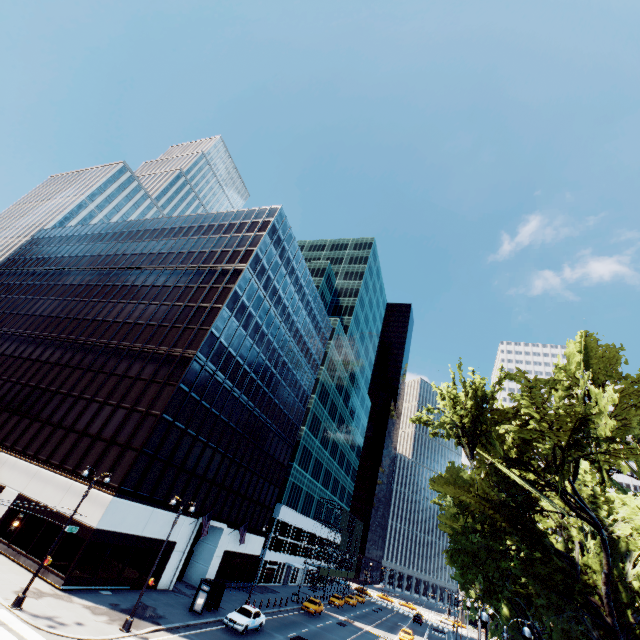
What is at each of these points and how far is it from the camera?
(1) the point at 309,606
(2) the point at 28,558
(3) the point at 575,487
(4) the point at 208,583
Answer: (1) vehicle, 42.2m
(2) building, 24.2m
(3) tree, 17.2m
(4) bus stop, 29.1m

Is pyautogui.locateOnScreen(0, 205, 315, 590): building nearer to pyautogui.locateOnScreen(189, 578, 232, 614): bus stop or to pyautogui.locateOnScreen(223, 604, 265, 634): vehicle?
pyautogui.locateOnScreen(189, 578, 232, 614): bus stop

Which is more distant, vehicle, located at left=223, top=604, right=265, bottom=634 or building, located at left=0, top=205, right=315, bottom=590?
building, located at left=0, top=205, right=315, bottom=590

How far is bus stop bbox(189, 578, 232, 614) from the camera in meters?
27.1 m

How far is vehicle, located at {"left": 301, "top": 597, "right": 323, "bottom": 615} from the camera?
41.9 meters

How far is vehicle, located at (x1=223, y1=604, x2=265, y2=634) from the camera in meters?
26.4 m

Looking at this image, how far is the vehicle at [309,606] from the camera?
A: 41.9 meters

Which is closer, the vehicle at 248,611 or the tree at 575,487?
the tree at 575,487
